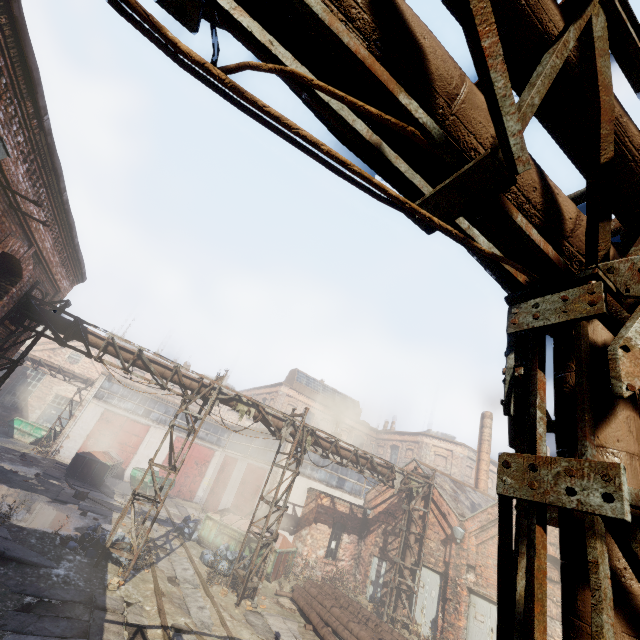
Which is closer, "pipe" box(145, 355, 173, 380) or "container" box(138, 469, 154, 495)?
"pipe" box(145, 355, 173, 380)

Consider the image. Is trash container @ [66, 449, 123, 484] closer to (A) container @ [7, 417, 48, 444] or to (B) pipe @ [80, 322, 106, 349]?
(A) container @ [7, 417, 48, 444]

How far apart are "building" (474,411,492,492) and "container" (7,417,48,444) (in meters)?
32.68

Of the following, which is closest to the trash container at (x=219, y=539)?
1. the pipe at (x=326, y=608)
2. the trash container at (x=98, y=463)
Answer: the pipe at (x=326, y=608)

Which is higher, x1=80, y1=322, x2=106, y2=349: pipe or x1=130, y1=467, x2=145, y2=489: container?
x1=80, y1=322, x2=106, y2=349: pipe

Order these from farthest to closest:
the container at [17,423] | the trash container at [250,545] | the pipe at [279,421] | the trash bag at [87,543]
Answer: the container at [17,423] < the trash container at [250,545] < the pipe at [279,421] < the trash bag at [87,543]

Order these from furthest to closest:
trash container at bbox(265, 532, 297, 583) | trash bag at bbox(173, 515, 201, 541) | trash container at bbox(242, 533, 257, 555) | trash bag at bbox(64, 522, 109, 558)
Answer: trash bag at bbox(173, 515, 201, 541)
trash container at bbox(242, 533, 257, 555)
trash container at bbox(265, 532, 297, 583)
trash bag at bbox(64, 522, 109, 558)

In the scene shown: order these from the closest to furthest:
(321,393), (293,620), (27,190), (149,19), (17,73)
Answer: (149,19) < (17,73) < (27,190) < (293,620) < (321,393)
